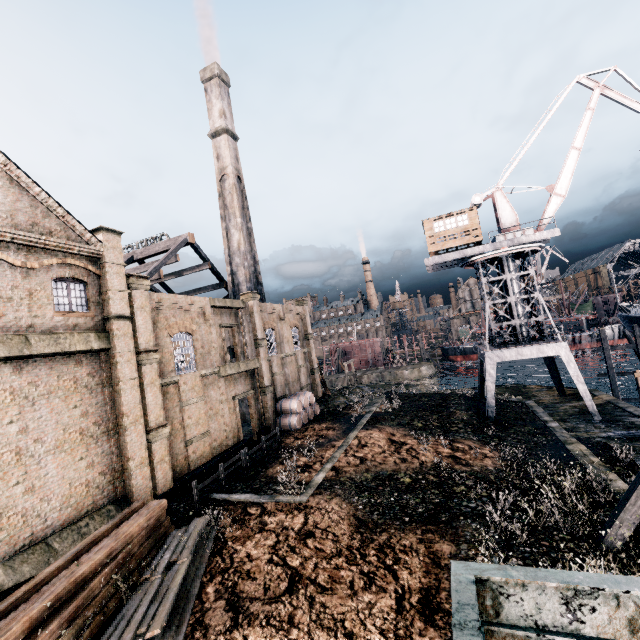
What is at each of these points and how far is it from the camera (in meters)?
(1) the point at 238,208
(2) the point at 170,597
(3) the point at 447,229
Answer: (1) chimney, 38.56
(2) wood pile, 10.06
(3) building, 29.00

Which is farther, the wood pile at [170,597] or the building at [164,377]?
the building at [164,377]

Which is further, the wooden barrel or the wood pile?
the wooden barrel

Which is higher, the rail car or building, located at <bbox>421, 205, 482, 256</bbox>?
building, located at <bbox>421, 205, 482, 256</bbox>

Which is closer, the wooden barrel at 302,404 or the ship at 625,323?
the wooden barrel at 302,404

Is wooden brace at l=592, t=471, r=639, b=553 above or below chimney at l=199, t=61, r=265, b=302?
below

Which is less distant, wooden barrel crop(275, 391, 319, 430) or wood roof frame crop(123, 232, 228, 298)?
wooden barrel crop(275, 391, 319, 430)

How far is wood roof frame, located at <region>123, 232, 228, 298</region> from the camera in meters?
32.5 m
